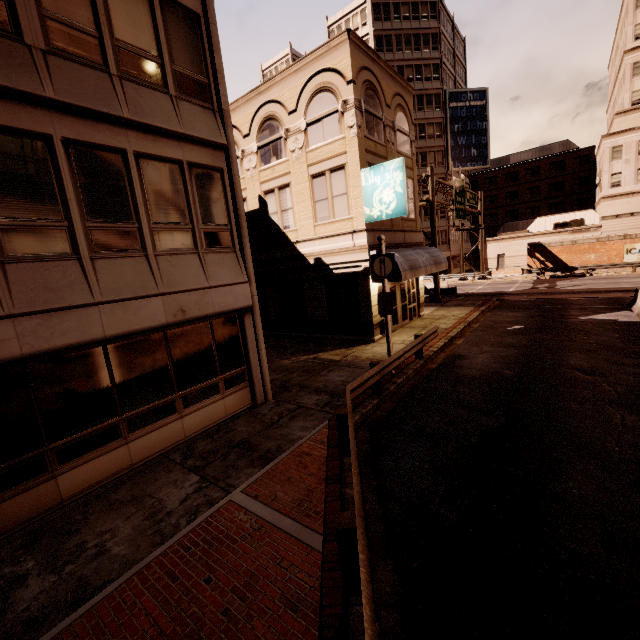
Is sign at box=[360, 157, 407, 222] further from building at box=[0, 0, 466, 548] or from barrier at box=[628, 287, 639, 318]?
barrier at box=[628, 287, 639, 318]

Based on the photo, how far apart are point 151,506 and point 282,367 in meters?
7.8 m

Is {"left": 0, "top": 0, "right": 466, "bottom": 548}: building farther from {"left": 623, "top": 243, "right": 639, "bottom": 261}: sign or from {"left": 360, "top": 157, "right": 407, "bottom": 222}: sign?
{"left": 623, "top": 243, "right": 639, "bottom": 261}: sign

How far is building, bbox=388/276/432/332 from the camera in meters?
17.8

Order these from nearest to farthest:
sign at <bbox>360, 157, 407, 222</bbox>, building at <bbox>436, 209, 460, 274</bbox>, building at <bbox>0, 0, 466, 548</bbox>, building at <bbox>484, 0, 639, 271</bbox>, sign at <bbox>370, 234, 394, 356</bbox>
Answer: building at <bbox>0, 0, 466, 548</bbox>
sign at <bbox>370, 234, 394, 356</bbox>
sign at <bbox>360, 157, 407, 222</bbox>
building at <bbox>484, 0, 639, 271</bbox>
building at <bbox>436, 209, 460, 274</bbox>

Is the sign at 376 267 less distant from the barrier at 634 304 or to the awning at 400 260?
the awning at 400 260

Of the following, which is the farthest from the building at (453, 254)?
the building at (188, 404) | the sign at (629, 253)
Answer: the building at (188, 404)

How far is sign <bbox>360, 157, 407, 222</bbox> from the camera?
13.4m
